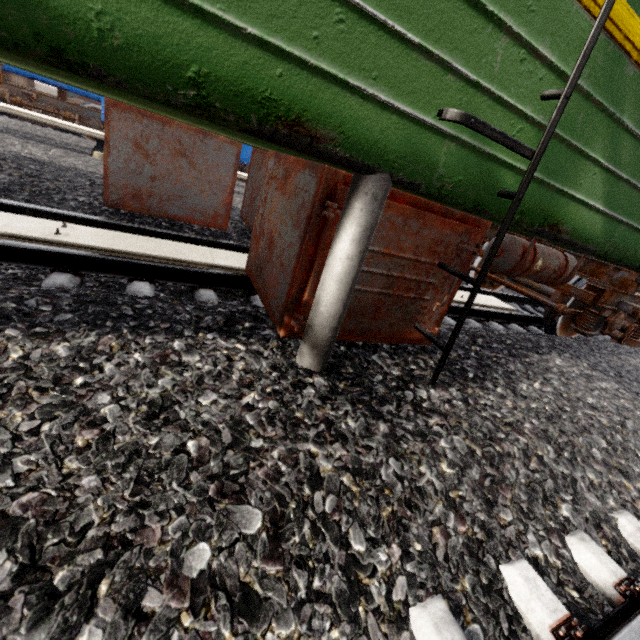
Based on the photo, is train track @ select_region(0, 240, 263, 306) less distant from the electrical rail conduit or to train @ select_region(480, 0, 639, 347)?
train @ select_region(480, 0, 639, 347)

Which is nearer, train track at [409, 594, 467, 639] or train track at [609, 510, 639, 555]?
train track at [409, 594, 467, 639]

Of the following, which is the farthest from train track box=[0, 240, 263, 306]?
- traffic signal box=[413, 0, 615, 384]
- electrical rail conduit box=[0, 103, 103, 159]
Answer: electrical rail conduit box=[0, 103, 103, 159]

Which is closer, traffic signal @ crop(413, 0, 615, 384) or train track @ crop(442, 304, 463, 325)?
traffic signal @ crop(413, 0, 615, 384)

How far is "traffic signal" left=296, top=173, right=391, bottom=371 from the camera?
1.5 meters

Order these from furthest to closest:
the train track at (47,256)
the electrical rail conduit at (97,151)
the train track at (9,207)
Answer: the electrical rail conduit at (97,151) → the train track at (9,207) → the train track at (47,256)

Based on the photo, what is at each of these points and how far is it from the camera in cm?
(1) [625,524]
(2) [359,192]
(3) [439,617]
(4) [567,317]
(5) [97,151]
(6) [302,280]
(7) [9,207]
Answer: (1) train track, 174
(2) traffic signal, 153
(3) train track, 107
(4) train, 498
(5) electrical rail conduit, 665
(6) train, 186
(7) train track, 295

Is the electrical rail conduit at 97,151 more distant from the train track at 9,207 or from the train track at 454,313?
the train track at 454,313
